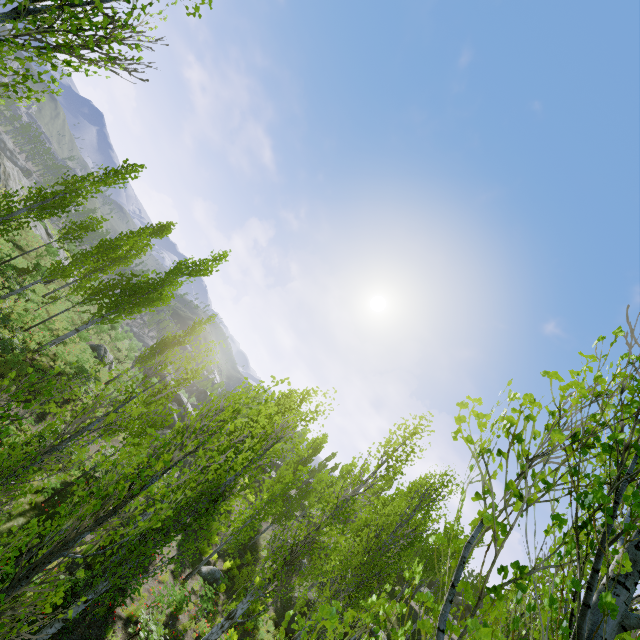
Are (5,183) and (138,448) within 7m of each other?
no

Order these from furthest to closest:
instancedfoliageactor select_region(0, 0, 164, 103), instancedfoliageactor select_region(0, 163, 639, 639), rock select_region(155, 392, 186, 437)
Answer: rock select_region(155, 392, 186, 437)
instancedfoliageactor select_region(0, 0, 164, 103)
instancedfoliageactor select_region(0, 163, 639, 639)

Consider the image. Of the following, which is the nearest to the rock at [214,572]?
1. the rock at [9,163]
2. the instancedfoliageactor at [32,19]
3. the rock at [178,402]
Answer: the instancedfoliageactor at [32,19]

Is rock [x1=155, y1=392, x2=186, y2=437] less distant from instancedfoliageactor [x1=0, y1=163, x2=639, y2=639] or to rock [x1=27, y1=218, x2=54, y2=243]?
instancedfoliageactor [x1=0, y1=163, x2=639, y2=639]

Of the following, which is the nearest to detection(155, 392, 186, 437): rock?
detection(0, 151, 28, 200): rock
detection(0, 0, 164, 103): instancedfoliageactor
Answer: detection(0, 0, 164, 103): instancedfoliageactor

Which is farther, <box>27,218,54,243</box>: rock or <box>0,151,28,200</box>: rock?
<box>27,218,54,243</box>: rock

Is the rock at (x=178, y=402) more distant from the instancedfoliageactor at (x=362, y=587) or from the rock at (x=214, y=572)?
the rock at (x=214, y=572)

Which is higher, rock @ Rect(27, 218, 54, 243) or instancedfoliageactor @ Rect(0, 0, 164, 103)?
instancedfoliageactor @ Rect(0, 0, 164, 103)
